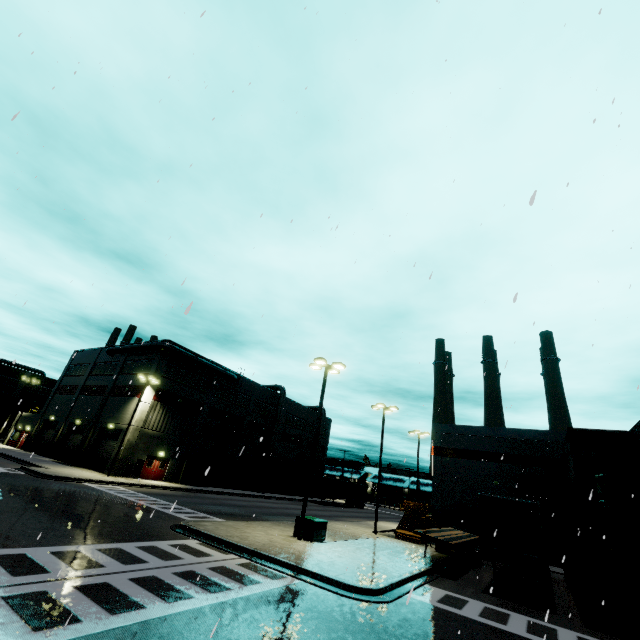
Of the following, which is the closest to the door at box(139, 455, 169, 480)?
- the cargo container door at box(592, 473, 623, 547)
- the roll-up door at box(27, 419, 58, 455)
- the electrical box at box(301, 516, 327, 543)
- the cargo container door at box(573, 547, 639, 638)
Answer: the roll-up door at box(27, 419, 58, 455)

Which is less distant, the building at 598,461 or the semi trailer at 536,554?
the semi trailer at 536,554

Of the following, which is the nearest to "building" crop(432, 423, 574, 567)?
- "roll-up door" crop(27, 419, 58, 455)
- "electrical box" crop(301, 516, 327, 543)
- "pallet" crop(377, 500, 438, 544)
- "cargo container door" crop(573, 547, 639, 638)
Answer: "roll-up door" crop(27, 419, 58, 455)

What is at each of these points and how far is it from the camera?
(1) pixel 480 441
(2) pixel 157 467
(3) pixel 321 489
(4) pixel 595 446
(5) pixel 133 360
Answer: (1) building, 33.8 meters
(2) door, 35.8 meters
(3) semi trailer, 50.3 meters
(4) cargo container, 20.6 meters
(5) building, 40.4 meters

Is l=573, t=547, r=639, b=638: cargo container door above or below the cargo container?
below

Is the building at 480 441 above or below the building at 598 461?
below

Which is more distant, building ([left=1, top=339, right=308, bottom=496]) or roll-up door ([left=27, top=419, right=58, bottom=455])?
roll-up door ([left=27, top=419, right=58, bottom=455])

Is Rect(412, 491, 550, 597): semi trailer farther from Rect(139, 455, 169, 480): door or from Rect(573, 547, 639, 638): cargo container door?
Rect(139, 455, 169, 480): door
